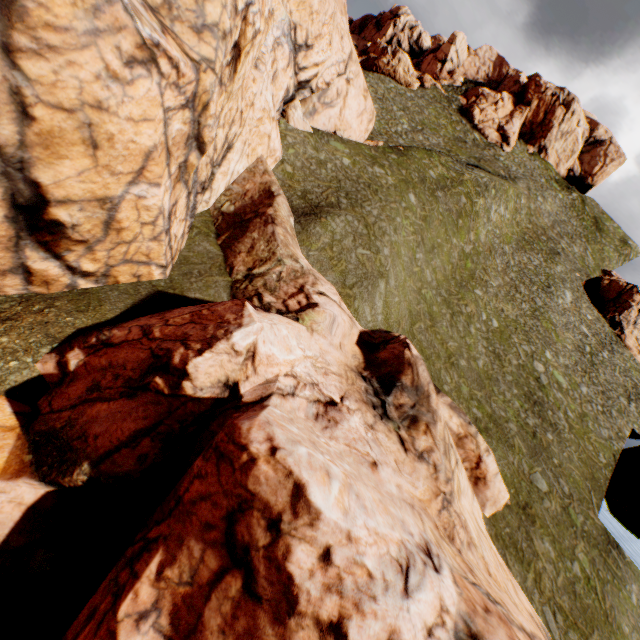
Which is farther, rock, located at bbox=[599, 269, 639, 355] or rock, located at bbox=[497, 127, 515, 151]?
rock, located at bbox=[497, 127, 515, 151]

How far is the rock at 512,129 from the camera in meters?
59.5 m

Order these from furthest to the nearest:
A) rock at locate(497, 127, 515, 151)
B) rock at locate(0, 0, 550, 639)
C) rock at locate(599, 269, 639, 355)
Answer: rock at locate(497, 127, 515, 151), rock at locate(599, 269, 639, 355), rock at locate(0, 0, 550, 639)

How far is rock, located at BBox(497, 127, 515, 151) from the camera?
59.5 meters

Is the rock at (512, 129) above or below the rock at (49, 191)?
above

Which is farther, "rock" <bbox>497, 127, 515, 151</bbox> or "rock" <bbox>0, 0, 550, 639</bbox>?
"rock" <bbox>497, 127, 515, 151</bbox>

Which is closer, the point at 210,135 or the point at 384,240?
the point at 210,135
